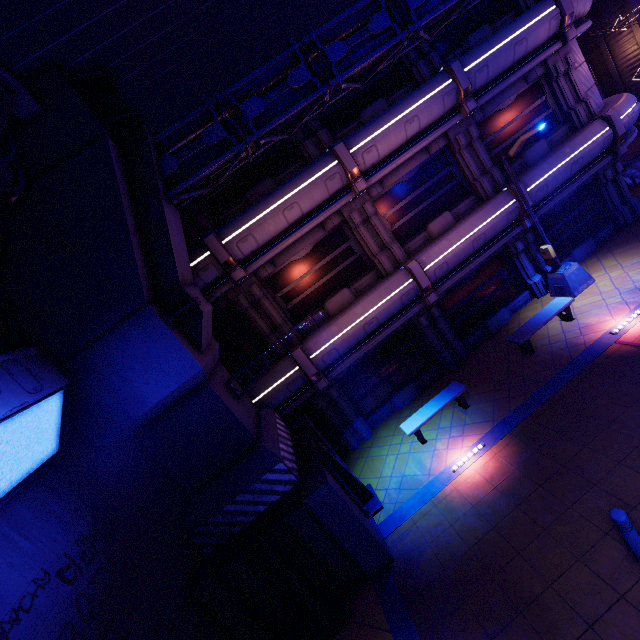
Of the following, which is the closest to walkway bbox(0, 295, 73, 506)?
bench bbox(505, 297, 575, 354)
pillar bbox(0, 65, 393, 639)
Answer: pillar bbox(0, 65, 393, 639)

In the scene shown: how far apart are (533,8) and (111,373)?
17.54m

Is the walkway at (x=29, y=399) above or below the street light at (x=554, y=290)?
above

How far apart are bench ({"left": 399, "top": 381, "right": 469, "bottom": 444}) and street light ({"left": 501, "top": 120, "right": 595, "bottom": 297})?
5.6 meters

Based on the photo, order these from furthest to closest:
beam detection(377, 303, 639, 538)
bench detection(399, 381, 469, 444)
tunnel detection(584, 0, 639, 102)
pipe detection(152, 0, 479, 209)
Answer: tunnel detection(584, 0, 639, 102) < bench detection(399, 381, 469, 444) < beam detection(377, 303, 639, 538) < pipe detection(152, 0, 479, 209)

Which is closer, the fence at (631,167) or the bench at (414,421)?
the bench at (414,421)

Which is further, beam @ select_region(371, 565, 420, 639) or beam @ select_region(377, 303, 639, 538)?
beam @ select_region(377, 303, 639, 538)

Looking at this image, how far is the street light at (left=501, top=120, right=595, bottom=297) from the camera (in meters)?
10.42
